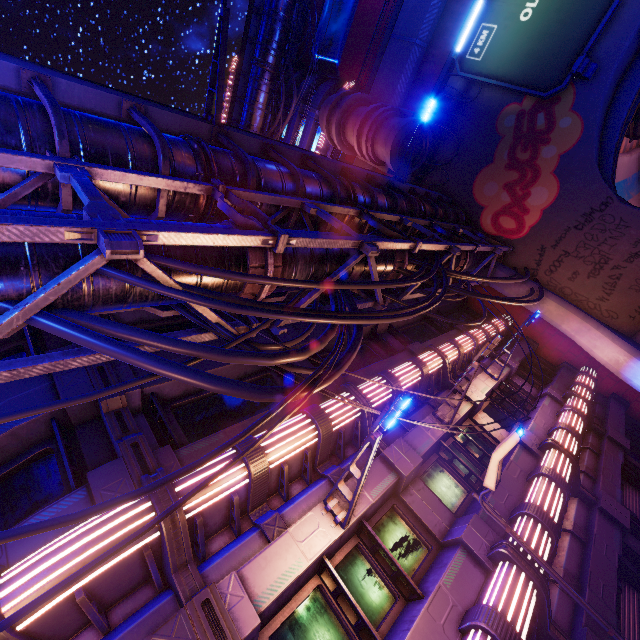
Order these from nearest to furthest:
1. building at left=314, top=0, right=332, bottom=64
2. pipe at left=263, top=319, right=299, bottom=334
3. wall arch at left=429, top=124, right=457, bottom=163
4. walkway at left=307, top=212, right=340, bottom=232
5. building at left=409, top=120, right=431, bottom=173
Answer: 1. pipe at left=263, top=319, right=299, bottom=334
2. walkway at left=307, top=212, right=340, bottom=232
3. building at left=409, top=120, right=431, bottom=173
4. wall arch at left=429, top=124, right=457, bottom=163
5. building at left=314, top=0, right=332, bottom=64

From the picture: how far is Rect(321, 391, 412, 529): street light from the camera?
4.9m

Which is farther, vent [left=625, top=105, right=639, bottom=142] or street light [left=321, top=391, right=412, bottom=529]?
vent [left=625, top=105, right=639, bottom=142]

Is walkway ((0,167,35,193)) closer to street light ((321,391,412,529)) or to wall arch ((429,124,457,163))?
wall arch ((429,124,457,163))

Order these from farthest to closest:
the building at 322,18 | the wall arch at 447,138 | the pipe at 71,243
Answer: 1. the building at 322,18
2. the wall arch at 447,138
3. the pipe at 71,243

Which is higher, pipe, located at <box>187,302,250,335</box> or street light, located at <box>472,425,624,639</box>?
pipe, located at <box>187,302,250,335</box>

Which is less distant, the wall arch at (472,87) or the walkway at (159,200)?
the walkway at (159,200)

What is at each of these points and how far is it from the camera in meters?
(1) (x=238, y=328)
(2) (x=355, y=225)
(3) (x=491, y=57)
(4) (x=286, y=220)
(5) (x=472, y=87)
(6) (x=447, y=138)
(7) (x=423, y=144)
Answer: (1) pipe, 6.3
(2) walkway, 11.1
(3) sign, 15.8
(4) walkway, 9.0
(5) wall arch, 17.1
(6) wall arch, 18.3
(7) building, 16.9
